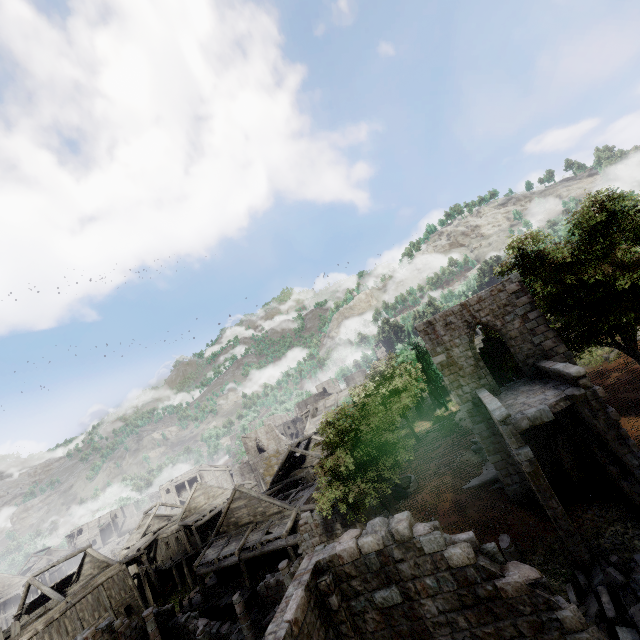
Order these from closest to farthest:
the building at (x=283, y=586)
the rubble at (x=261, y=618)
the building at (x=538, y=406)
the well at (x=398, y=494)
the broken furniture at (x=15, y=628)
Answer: the building at (x=283, y=586) < the building at (x=538, y=406) < the rubble at (x=261, y=618) < the well at (x=398, y=494) < the broken furniture at (x=15, y=628)

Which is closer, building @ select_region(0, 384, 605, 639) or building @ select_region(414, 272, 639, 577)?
building @ select_region(0, 384, 605, 639)

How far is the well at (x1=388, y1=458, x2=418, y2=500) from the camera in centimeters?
2166cm

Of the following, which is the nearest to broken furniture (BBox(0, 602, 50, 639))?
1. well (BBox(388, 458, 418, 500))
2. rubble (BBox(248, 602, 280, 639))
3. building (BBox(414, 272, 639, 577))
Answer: building (BBox(414, 272, 639, 577))

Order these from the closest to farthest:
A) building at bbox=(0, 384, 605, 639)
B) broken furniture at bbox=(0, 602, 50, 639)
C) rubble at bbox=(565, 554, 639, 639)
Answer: building at bbox=(0, 384, 605, 639) → rubble at bbox=(565, 554, 639, 639) → broken furniture at bbox=(0, 602, 50, 639)

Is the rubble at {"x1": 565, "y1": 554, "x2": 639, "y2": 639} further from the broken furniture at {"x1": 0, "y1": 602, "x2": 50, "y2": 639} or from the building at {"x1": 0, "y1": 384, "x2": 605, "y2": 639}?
the broken furniture at {"x1": 0, "y1": 602, "x2": 50, "y2": 639}

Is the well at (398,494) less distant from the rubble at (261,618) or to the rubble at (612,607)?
the rubble at (261,618)

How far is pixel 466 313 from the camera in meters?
17.9 m
